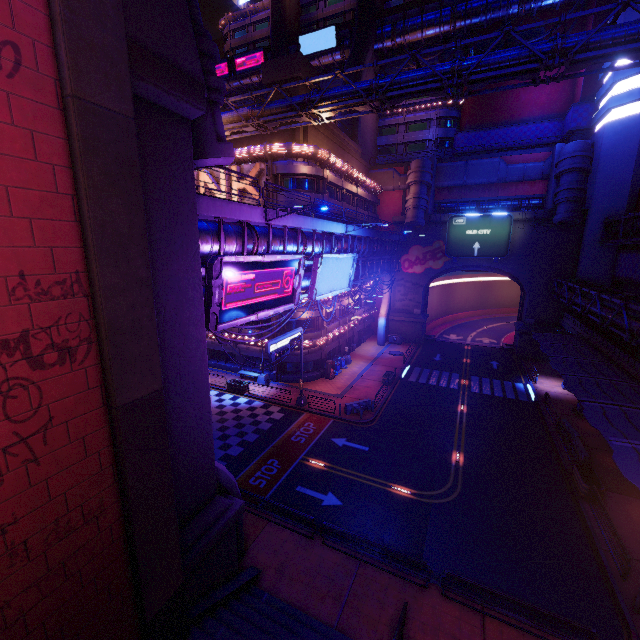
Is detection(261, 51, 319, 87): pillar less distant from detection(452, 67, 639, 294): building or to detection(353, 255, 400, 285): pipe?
detection(353, 255, 400, 285): pipe

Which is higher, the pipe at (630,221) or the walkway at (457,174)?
the walkway at (457,174)

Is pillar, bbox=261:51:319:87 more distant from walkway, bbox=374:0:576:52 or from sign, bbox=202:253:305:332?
walkway, bbox=374:0:576:52

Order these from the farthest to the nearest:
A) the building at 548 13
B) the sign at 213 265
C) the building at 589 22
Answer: the building at 548 13 → the building at 589 22 → the sign at 213 265

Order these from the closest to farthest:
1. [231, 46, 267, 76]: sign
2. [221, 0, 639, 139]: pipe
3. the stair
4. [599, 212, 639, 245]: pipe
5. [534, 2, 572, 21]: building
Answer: the stair → [221, 0, 639, 139]: pipe → [599, 212, 639, 245]: pipe → [534, 2, 572, 21]: building → [231, 46, 267, 76]: sign

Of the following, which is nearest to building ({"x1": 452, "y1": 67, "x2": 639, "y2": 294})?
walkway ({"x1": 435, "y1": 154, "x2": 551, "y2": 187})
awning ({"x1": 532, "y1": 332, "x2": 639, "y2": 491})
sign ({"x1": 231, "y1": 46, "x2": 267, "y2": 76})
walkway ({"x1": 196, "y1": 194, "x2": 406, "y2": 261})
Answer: walkway ({"x1": 435, "y1": 154, "x2": 551, "y2": 187})

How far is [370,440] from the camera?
24.2m

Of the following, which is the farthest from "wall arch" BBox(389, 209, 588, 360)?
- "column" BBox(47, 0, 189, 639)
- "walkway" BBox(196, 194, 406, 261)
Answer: "column" BBox(47, 0, 189, 639)
